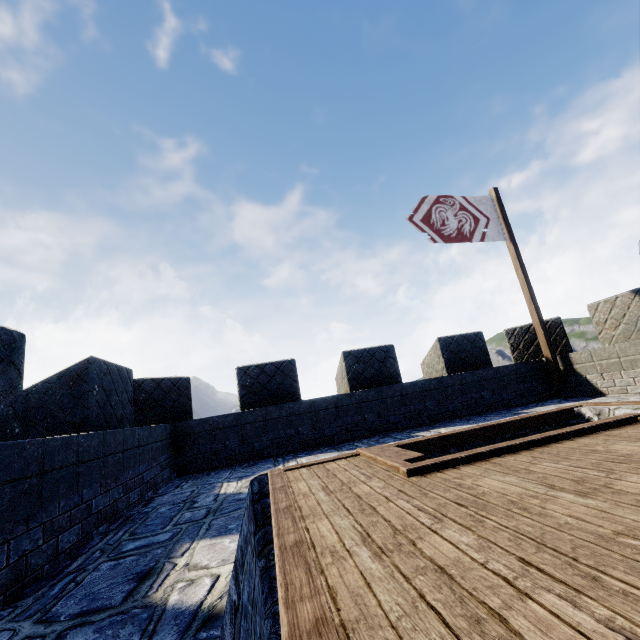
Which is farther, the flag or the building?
the flag

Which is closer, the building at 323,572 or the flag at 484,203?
the building at 323,572

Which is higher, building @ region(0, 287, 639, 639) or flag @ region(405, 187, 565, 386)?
flag @ region(405, 187, 565, 386)

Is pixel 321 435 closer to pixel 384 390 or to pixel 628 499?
pixel 384 390

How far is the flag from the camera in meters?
7.9

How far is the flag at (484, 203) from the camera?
7.88m
